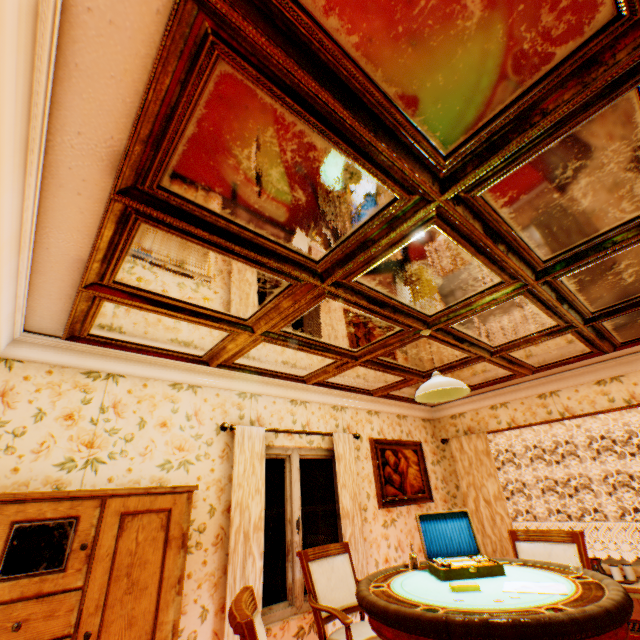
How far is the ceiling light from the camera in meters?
2.8

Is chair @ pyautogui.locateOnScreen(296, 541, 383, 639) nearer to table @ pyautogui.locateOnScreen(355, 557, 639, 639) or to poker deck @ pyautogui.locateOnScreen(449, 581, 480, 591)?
table @ pyautogui.locateOnScreen(355, 557, 639, 639)

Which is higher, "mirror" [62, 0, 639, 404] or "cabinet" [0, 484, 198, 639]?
"mirror" [62, 0, 639, 404]

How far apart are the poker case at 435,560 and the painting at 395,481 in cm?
220

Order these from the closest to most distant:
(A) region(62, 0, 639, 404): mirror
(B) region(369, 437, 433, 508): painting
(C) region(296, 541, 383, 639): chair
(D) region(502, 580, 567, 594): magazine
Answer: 1. (A) region(62, 0, 639, 404): mirror
2. (D) region(502, 580, 567, 594): magazine
3. (C) region(296, 541, 383, 639): chair
4. (B) region(369, 437, 433, 508): painting

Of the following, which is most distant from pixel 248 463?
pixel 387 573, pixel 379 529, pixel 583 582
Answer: pixel 583 582

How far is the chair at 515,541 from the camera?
3.0 meters

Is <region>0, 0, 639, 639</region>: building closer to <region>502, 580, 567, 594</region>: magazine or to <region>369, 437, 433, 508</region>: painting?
<region>369, 437, 433, 508</region>: painting
